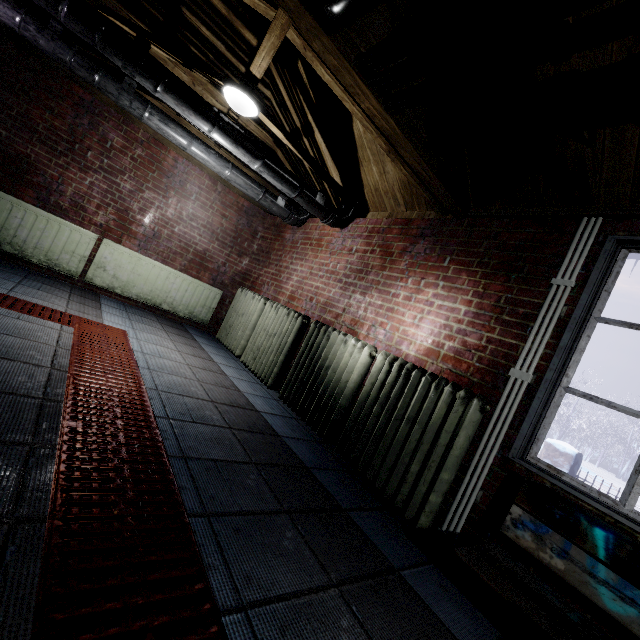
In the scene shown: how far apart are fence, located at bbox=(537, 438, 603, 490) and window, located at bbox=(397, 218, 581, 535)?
3.7 meters

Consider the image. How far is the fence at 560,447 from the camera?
4.7m

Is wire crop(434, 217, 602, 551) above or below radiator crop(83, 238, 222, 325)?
below

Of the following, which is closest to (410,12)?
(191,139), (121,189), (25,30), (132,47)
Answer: (132,47)

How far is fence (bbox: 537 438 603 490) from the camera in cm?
470

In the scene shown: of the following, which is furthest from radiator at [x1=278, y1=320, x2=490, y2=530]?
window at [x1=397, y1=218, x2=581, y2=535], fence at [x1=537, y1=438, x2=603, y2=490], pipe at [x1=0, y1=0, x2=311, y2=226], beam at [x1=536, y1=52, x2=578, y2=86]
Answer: fence at [x1=537, y1=438, x2=603, y2=490]

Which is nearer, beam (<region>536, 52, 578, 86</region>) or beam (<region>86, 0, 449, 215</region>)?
beam (<region>536, 52, 578, 86</region>)

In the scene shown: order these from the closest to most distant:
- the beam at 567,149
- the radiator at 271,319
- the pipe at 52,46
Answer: the beam at 567,149 < the pipe at 52,46 < the radiator at 271,319
